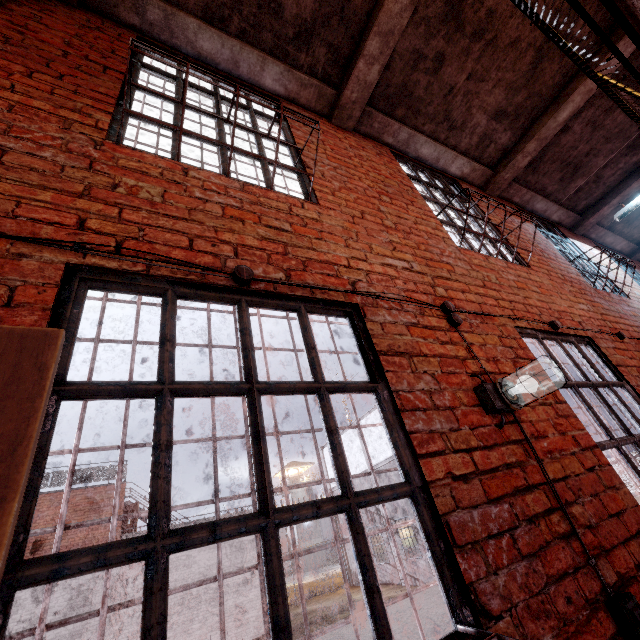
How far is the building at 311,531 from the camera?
49.81m

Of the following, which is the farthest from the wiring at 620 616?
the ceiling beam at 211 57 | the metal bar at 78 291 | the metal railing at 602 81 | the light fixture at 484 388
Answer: the ceiling beam at 211 57

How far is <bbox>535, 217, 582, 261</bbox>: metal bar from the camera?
5.4m

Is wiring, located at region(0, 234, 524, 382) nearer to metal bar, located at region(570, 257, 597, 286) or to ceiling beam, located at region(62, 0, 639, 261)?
ceiling beam, located at region(62, 0, 639, 261)

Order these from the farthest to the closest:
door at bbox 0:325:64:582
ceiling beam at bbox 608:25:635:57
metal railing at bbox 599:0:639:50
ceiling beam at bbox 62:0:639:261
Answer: ceiling beam at bbox 608:25:635:57 → ceiling beam at bbox 62:0:639:261 → metal railing at bbox 599:0:639:50 → door at bbox 0:325:64:582

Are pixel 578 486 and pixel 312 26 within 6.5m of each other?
yes

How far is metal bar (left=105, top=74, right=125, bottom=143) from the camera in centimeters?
189cm
